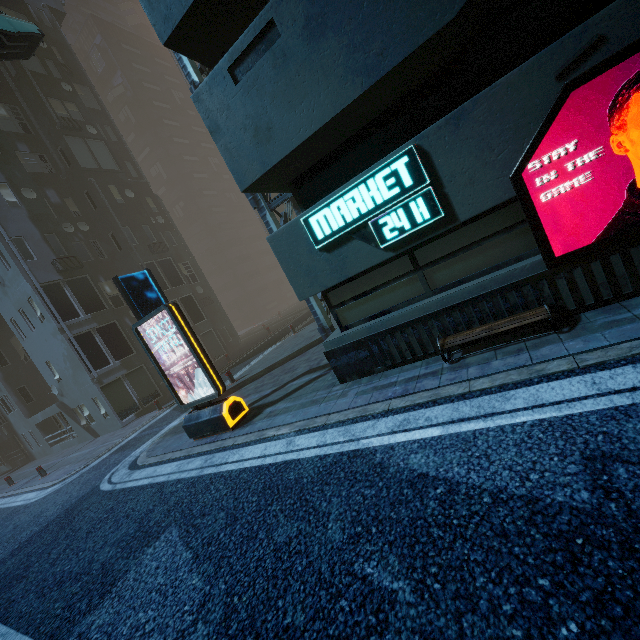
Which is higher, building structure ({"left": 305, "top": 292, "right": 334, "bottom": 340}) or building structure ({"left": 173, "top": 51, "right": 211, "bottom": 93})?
building structure ({"left": 173, "top": 51, "right": 211, "bottom": 93})

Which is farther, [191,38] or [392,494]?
[191,38]

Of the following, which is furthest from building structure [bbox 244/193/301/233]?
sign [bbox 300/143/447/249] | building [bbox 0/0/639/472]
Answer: sign [bbox 300/143/447/249]

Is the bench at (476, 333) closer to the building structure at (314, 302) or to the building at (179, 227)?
the building at (179, 227)

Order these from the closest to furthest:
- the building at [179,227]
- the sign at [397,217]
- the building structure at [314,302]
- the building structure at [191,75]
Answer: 1. the building at [179,227]
2. the sign at [397,217]
3. the building structure at [191,75]
4. the building structure at [314,302]

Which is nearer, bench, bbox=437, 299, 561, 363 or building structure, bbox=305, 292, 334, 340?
bench, bbox=437, 299, 561, 363

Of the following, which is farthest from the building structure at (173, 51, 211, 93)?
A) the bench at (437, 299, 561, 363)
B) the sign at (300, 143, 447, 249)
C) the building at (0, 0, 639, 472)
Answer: the bench at (437, 299, 561, 363)

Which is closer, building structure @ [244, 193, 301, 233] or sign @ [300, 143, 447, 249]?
sign @ [300, 143, 447, 249]
